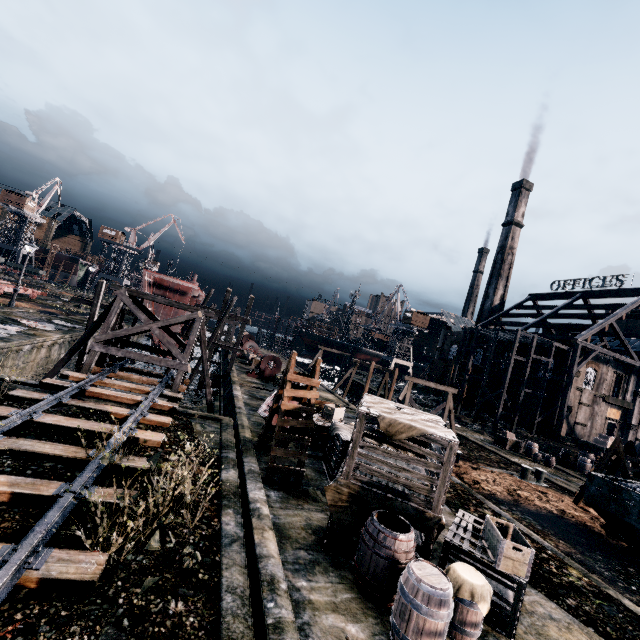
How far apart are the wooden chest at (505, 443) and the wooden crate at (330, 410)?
21.8 meters

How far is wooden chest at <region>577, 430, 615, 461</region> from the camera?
29.73m

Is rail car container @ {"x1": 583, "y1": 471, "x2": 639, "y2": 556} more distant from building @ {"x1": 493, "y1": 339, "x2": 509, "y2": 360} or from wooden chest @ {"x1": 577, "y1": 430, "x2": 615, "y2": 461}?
wooden chest @ {"x1": 577, "y1": 430, "x2": 615, "y2": 461}

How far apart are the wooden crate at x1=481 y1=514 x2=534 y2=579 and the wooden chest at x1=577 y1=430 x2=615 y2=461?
30.22m

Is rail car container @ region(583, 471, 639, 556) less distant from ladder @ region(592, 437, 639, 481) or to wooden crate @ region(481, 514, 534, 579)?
ladder @ region(592, 437, 639, 481)

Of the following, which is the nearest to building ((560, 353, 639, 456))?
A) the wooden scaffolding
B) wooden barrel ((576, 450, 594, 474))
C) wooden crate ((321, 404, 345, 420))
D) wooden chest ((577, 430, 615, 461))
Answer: wooden crate ((321, 404, 345, 420))

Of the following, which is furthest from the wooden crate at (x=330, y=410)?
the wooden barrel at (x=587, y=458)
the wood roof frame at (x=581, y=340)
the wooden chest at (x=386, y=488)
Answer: the wood roof frame at (x=581, y=340)

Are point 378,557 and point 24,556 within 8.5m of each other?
yes
